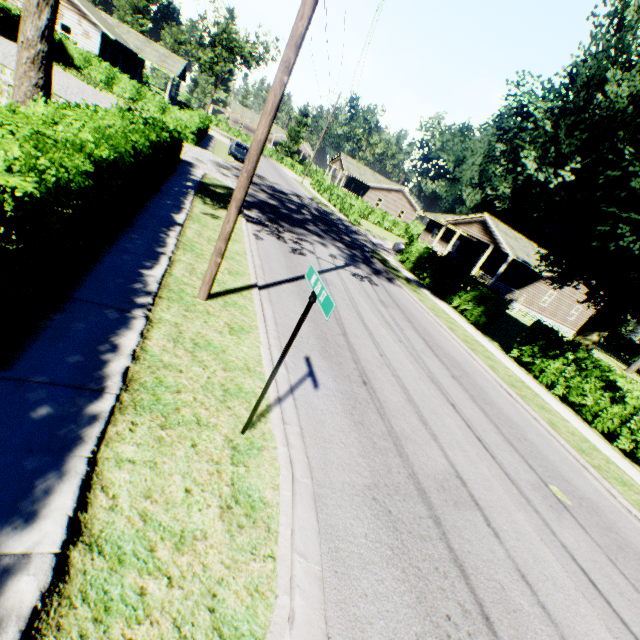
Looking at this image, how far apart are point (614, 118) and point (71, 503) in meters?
16.0

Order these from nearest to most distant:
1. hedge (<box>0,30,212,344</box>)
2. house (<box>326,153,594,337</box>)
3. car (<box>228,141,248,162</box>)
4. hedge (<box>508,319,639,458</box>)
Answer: hedge (<box>0,30,212,344</box>) < hedge (<box>508,319,639,458</box>) < house (<box>326,153,594,337</box>) < car (<box>228,141,248,162</box>)

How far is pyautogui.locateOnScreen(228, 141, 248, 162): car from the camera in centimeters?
3141cm

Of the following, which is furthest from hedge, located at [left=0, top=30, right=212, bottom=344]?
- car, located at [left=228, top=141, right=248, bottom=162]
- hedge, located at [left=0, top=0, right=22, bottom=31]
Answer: hedge, located at [left=0, top=0, right=22, bottom=31]

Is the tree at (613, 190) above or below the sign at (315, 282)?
above

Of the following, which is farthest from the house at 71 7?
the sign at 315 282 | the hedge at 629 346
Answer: the hedge at 629 346

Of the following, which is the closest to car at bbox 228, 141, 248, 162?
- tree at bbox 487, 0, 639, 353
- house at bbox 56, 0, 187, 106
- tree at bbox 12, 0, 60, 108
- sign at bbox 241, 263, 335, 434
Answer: house at bbox 56, 0, 187, 106

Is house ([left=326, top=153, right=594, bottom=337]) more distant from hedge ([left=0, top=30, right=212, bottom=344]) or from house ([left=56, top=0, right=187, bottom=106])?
house ([left=56, top=0, right=187, bottom=106])
